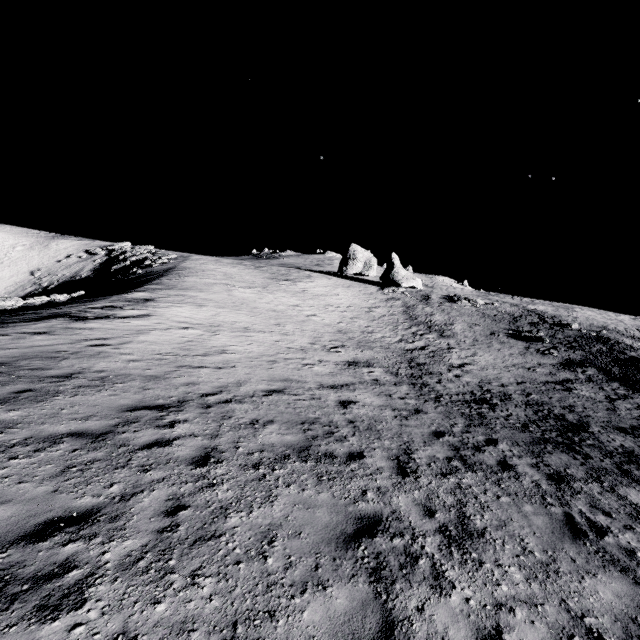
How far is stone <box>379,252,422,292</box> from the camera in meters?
51.9

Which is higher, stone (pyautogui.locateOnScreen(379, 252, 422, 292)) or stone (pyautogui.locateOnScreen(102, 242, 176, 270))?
stone (pyautogui.locateOnScreen(379, 252, 422, 292))

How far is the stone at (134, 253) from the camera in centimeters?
4471cm

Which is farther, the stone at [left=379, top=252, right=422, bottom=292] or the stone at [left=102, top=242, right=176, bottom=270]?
the stone at [left=379, top=252, right=422, bottom=292]

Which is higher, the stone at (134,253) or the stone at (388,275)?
the stone at (388,275)

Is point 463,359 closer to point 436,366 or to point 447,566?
point 436,366

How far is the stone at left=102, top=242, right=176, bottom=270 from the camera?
44.71m
